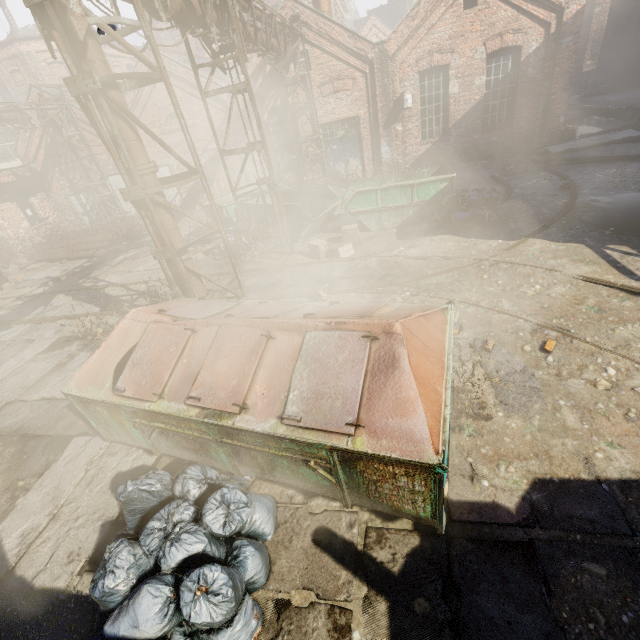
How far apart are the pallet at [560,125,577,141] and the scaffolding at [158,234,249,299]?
16.5m

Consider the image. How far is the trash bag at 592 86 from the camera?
18.34m

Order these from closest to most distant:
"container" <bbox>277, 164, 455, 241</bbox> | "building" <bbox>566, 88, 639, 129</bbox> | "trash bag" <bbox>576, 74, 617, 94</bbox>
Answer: "container" <bbox>277, 164, 455, 241</bbox>
"building" <bbox>566, 88, 639, 129</bbox>
"trash bag" <bbox>576, 74, 617, 94</bbox>

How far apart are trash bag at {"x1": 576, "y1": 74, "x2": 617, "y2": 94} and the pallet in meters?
7.3

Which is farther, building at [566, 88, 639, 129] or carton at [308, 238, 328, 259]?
building at [566, 88, 639, 129]

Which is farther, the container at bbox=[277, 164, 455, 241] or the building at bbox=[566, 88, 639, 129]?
the building at bbox=[566, 88, 639, 129]

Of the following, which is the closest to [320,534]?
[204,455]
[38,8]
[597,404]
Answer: [204,455]

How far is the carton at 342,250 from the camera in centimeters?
Result: 925cm
